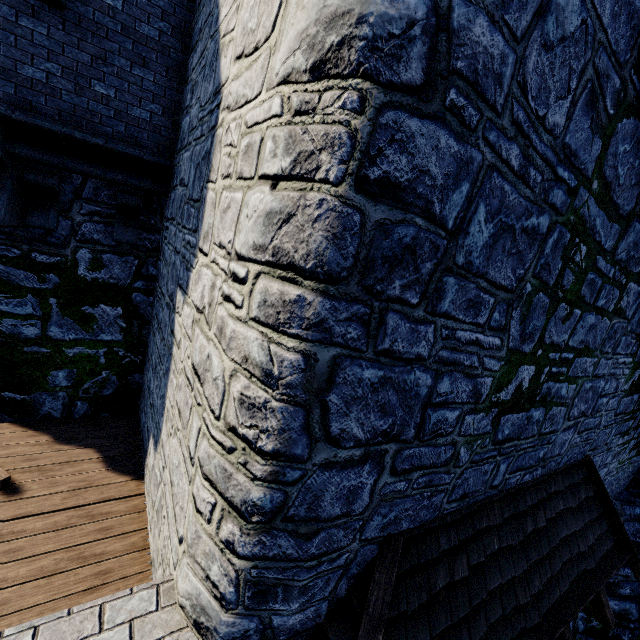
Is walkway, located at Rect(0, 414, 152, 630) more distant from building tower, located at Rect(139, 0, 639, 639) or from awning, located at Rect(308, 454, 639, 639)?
awning, located at Rect(308, 454, 639, 639)

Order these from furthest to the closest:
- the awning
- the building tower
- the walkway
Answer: the walkway
the awning
the building tower

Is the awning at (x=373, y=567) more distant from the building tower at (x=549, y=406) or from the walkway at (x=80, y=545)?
the walkway at (x=80, y=545)

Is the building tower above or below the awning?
above

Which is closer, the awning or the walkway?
the awning

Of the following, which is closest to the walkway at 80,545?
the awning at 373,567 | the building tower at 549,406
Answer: the building tower at 549,406

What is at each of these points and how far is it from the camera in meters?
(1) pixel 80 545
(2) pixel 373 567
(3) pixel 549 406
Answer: (1) walkway, 3.7
(2) awning, 2.5
(3) building tower, 3.4
